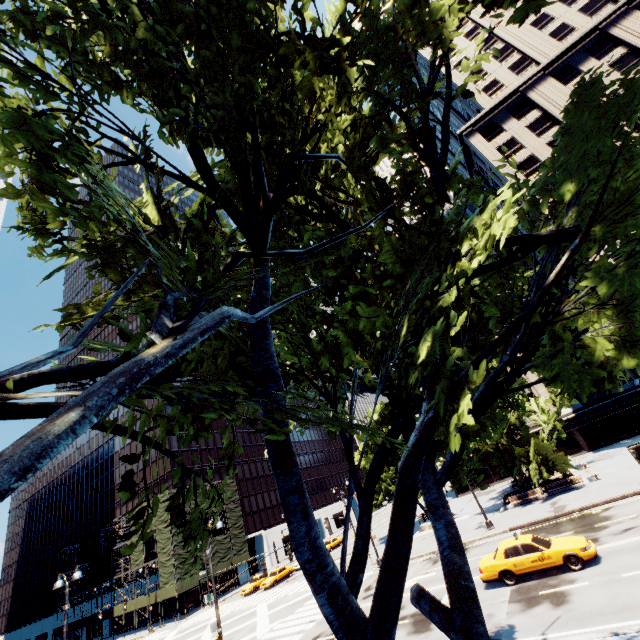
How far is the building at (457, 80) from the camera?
51.75m

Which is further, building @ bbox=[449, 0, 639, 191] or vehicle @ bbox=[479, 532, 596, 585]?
building @ bbox=[449, 0, 639, 191]

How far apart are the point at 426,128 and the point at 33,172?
5.36m

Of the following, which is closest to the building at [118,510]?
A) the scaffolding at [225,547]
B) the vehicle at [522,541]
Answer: the scaffolding at [225,547]

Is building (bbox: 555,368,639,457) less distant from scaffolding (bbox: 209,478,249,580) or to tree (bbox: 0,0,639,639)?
tree (bbox: 0,0,639,639)

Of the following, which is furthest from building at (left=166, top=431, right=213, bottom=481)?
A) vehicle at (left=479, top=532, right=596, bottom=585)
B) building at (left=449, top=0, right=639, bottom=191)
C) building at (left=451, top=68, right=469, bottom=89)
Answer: building at (left=451, top=68, right=469, bottom=89)

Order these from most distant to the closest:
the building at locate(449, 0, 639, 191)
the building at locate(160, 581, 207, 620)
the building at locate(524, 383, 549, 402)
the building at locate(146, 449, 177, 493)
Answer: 1. the building at locate(146, 449, 177, 493)
2. the building at locate(524, 383, 549, 402)
3. the building at locate(160, 581, 207, 620)
4. the building at locate(449, 0, 639, 191)

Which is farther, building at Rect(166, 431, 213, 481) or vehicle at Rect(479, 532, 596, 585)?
building at Rect(166, 431, 213, 481)
